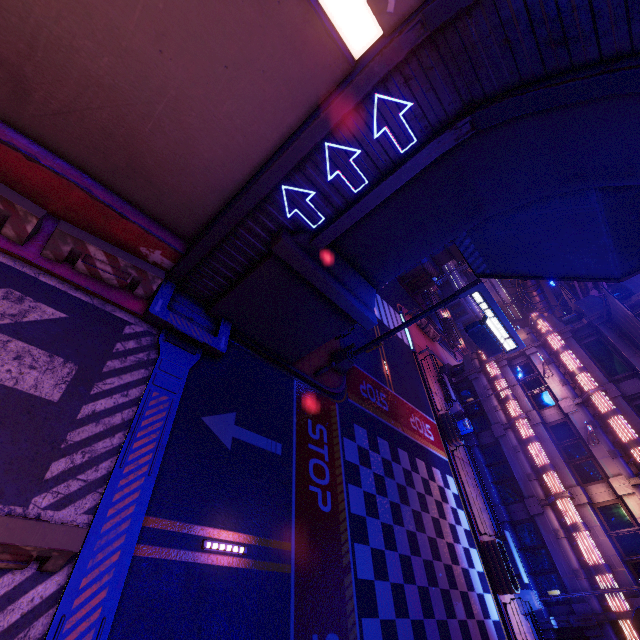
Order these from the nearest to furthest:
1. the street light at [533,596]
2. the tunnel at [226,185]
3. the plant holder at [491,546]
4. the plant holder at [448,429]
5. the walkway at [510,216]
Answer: the tunnel at [226,185] → the walkway at [510,216] → the street light at [533,596] → the plant holder at [491,546] → the plant holder at [448,429]

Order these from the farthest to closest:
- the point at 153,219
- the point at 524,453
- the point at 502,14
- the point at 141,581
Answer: the point at 524,453 → the point at 153,219 → the point at 141,581 → the point at 502,14

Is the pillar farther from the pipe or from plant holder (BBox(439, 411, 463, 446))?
plant holder (BBox(439, 411, 463, 446))

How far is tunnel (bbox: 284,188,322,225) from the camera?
8.2m

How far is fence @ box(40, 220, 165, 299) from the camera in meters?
7.4

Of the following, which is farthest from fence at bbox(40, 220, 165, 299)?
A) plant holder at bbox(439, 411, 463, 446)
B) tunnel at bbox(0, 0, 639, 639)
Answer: plant holder at bbox(439, 411, 463, 446)

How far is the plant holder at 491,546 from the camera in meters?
16.0

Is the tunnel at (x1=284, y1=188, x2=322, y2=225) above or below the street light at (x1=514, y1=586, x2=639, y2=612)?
above
